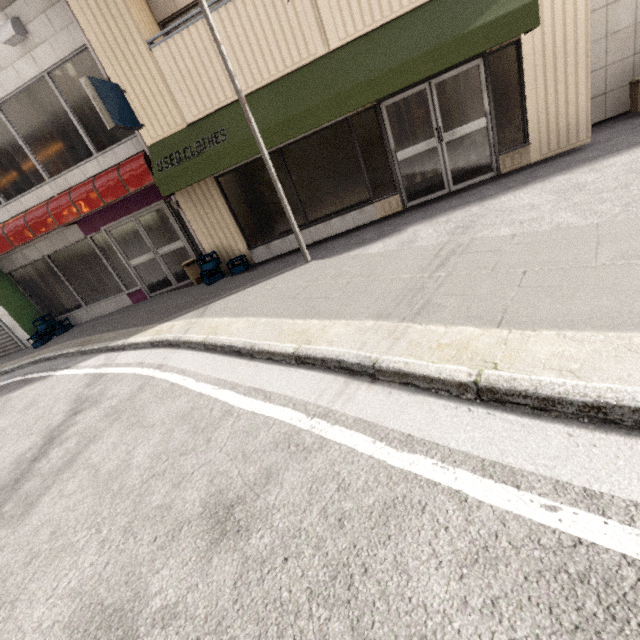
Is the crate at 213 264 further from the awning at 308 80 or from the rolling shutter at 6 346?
the rolling shutter at 6 346

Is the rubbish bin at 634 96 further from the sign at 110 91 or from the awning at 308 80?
the sign at 110 91

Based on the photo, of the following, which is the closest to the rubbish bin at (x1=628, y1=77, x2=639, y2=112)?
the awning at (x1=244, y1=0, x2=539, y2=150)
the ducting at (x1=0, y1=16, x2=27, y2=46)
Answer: the awning at (x1=244, y1=0, x2=539, y2=150)

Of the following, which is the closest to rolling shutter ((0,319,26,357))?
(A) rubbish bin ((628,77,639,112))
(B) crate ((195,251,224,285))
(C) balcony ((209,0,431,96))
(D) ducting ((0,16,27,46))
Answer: (D) ducting ((0,16,27,46))

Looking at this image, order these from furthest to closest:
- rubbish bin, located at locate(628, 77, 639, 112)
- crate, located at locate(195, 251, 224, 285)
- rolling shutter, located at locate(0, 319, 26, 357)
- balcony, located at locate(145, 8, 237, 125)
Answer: rolling shutter, located at locate(0, 319, 26, 357)
crate, located at locate(195, 251, 224, 285)
rubbish bin, located at locate(628, 77, 639, 112)
balcony, located at locate(145, 8, 237, 125)

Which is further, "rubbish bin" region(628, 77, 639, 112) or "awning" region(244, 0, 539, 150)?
"rubbish bin" region(628, 77, 639, 112)

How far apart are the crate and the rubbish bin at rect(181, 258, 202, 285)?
0.3 meters

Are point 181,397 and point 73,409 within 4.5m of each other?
yes
